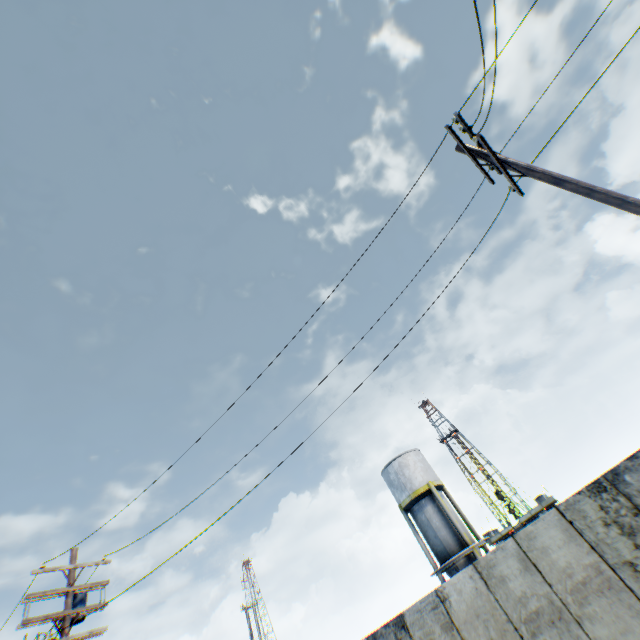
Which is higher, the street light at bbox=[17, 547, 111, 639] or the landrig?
the street light at bbox=[17, 547, 111, 639]

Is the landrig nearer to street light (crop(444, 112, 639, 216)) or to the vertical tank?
the vertical tank

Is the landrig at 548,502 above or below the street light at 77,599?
below

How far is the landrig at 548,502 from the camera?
55.0 meters

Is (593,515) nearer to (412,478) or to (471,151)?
(471,151)

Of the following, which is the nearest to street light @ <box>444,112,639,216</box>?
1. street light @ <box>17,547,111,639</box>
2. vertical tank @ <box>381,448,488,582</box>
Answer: street light @ <box>17,547,111,639</box>

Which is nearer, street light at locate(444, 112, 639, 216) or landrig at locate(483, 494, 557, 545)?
street light at locate(444, 112, 639, 216)

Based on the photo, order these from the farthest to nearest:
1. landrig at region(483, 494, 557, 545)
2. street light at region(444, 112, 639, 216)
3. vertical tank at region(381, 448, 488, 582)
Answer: landrig at region(483, 494, 557, 545) < vertical tank at region(381, 448, 488, 582) < street light at region(444, 112, 639, 216)
